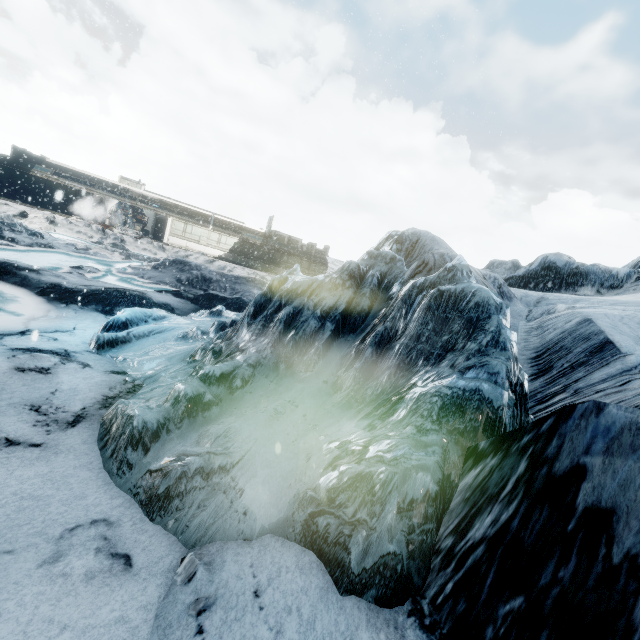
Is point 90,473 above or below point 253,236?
below
